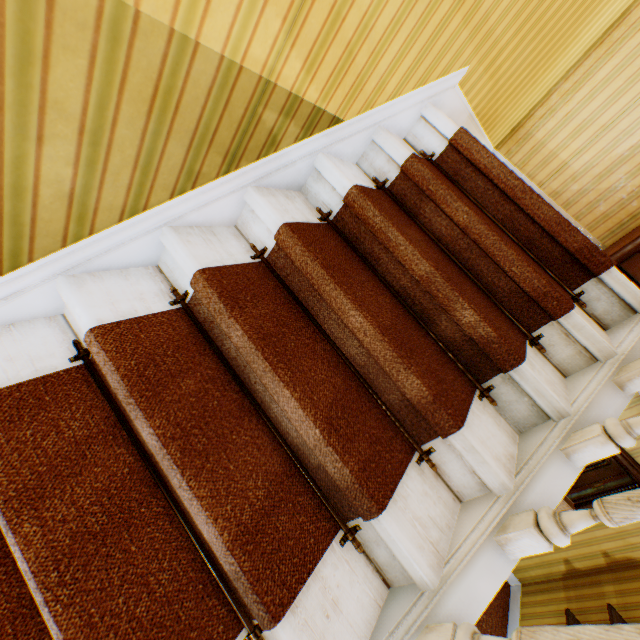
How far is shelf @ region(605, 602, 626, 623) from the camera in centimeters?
312cm

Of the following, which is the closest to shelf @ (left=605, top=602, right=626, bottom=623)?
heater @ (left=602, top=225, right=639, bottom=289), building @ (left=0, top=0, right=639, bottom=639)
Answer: building @ (left=0, top=0, right=639, bottom=639)

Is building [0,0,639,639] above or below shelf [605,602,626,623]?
above

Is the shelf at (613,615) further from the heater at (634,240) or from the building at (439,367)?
the heater at (634,240)

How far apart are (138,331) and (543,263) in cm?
202

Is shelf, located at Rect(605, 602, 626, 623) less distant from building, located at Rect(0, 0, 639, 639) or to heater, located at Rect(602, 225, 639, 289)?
building, located at Rect(0, 0, 639, 639)

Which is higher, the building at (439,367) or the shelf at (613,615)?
the building at (439,367)
